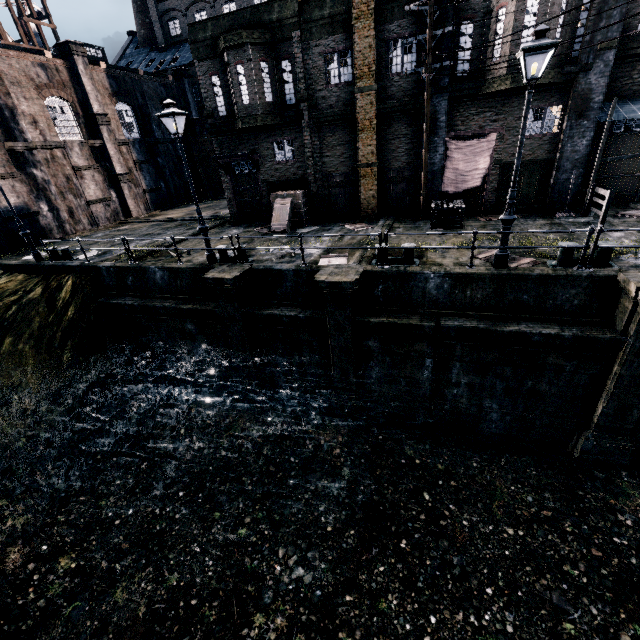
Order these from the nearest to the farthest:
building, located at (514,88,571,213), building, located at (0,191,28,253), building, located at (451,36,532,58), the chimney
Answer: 1. building, located at (451,36,532,58)
2. building, located at (514,88,571,213)
3. building, located at (0,191,28,253)
4. the chimney

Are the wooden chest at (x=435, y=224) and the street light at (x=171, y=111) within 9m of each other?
no

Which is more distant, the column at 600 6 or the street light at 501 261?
the column at 600 6

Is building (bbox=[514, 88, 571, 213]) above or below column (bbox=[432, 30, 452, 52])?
below

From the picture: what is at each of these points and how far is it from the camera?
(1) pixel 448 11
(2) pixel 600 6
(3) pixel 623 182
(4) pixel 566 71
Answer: (1) column, 13.6m
(2) column, 12.2m
(3) building, 15.6m
(4) cornice, 13.2m

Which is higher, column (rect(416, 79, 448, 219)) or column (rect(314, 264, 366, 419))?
column (rect(416, 79, 448, 219))

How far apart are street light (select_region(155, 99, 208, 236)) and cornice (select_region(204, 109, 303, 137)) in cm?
787

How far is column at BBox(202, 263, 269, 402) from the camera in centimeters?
1234cm
